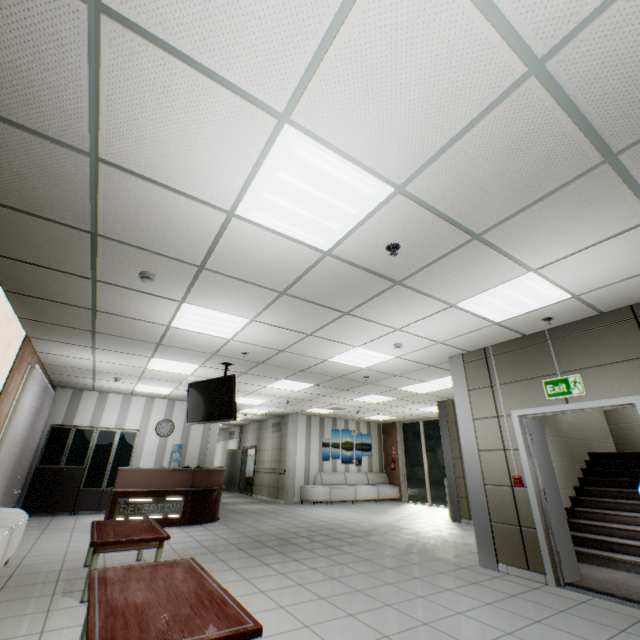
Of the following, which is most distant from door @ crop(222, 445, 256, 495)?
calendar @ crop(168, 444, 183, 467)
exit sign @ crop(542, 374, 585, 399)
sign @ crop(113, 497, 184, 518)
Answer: exit sign @ crop(542, 374, 585, 399)

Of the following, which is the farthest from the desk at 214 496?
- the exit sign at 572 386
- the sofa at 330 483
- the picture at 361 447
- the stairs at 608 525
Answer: the exit sign at 572 386

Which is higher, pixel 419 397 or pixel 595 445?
pixel 419 397

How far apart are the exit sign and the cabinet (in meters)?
10.44

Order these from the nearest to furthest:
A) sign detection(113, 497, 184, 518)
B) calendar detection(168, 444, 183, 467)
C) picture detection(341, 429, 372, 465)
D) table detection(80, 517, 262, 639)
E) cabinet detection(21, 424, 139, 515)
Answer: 1. table detection(80, 517, 262, 639)
2. sign detection(113, 497, 184, 518)
3. cabinet detection(21, 424, 139, 515)
4. calendar detection(168, 444, 183, 467)
5. picture detection(341, 429, 372, 465)

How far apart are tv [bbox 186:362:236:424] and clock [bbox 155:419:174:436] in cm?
479

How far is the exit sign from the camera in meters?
4.3 m

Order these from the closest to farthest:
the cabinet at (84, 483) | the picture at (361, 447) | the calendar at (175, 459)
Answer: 1. the cabinet at (84, 483)
2. the calendar at (175, 459)
3. the picture at (361, 447)
